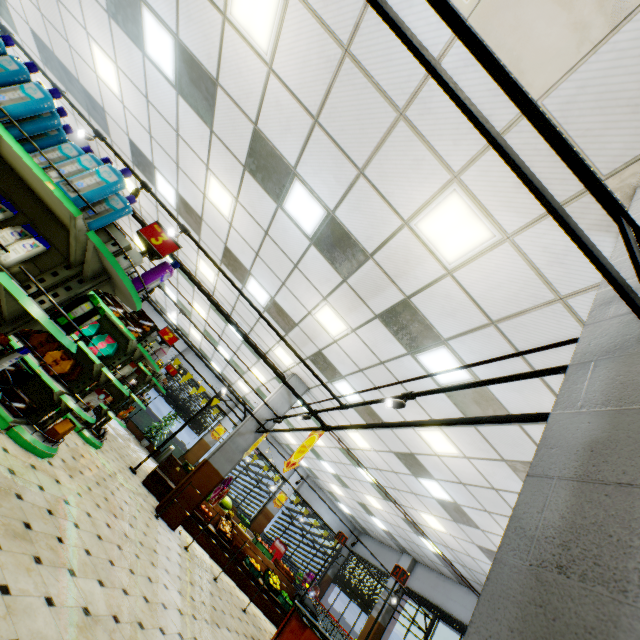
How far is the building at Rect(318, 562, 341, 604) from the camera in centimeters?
1709cm

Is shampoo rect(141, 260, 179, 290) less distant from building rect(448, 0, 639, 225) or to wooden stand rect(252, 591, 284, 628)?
building rect(448, 0, 639, 225)

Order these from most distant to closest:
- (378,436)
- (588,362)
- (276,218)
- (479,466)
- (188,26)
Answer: (378,436)
(479,466)
(276,218)
(188,26)
(588,362)

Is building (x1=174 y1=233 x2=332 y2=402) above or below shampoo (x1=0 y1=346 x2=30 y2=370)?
above

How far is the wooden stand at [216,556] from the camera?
9.0 meters

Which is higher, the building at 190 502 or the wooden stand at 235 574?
the building at 190 502

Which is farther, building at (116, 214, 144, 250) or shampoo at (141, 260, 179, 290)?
building at (116, 214, 144, 250)

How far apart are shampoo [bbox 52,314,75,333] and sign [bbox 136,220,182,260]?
0.62m
